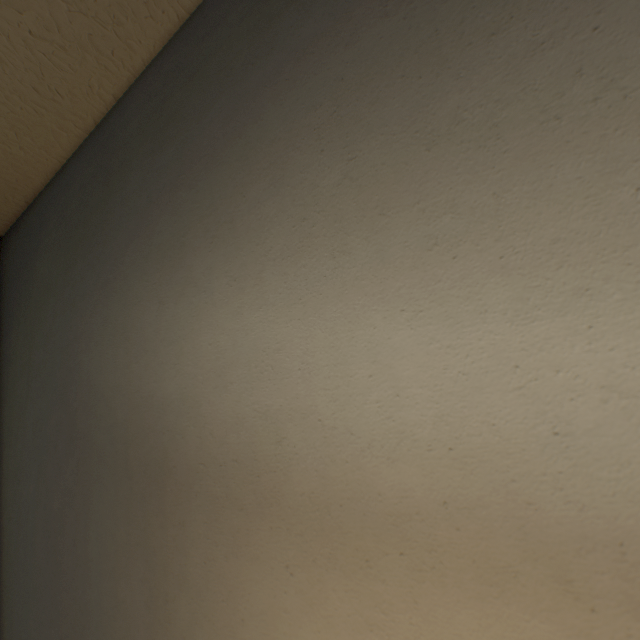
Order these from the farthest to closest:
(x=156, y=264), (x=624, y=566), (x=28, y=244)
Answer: (x=28, y=244), (x=156, y=264), (x=624, y=566)
